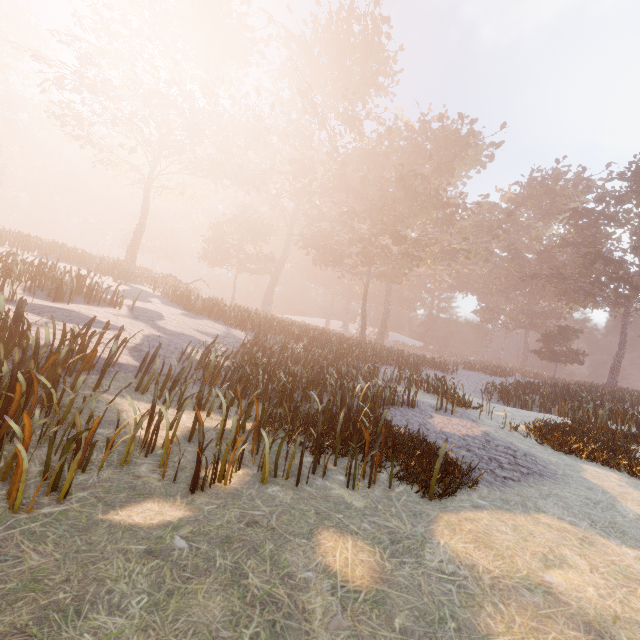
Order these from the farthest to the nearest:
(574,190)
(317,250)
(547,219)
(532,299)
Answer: (532,299) < (547,219) < (574,190) < (317,250)
